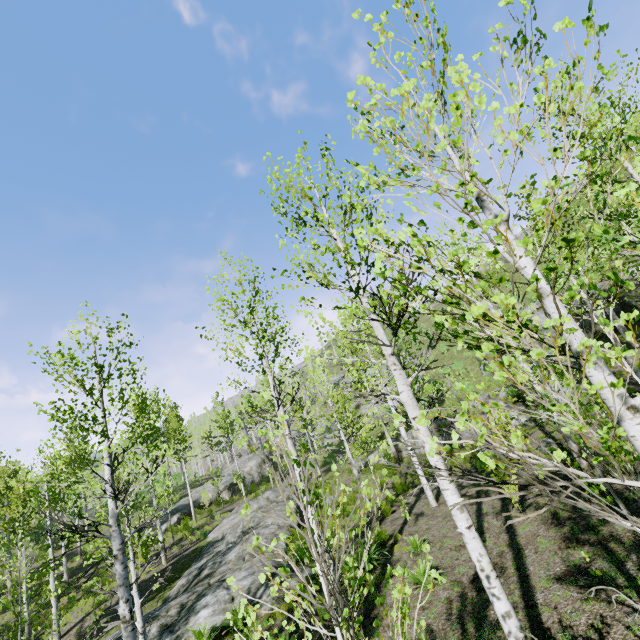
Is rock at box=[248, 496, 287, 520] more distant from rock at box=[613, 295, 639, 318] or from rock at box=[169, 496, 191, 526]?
rock at box=[613, 295, 639, 318]

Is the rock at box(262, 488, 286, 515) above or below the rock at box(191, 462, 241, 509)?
below

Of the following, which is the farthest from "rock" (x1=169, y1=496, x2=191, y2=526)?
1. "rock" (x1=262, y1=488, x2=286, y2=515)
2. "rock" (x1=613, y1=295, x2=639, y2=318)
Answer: "rock" (x1=613, y1=295, x2=639, y2=318)

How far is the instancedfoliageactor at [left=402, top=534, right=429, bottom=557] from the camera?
2.9 meters

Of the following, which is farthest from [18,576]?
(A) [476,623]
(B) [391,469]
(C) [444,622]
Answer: (B) [391,469]

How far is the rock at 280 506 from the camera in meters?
19.2 m

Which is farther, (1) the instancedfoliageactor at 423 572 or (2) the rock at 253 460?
(2) the rock at 253 460

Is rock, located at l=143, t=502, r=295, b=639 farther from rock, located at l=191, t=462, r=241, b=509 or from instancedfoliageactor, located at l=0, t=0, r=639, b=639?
rock, located at l=191, t=462, r=241, b=509
